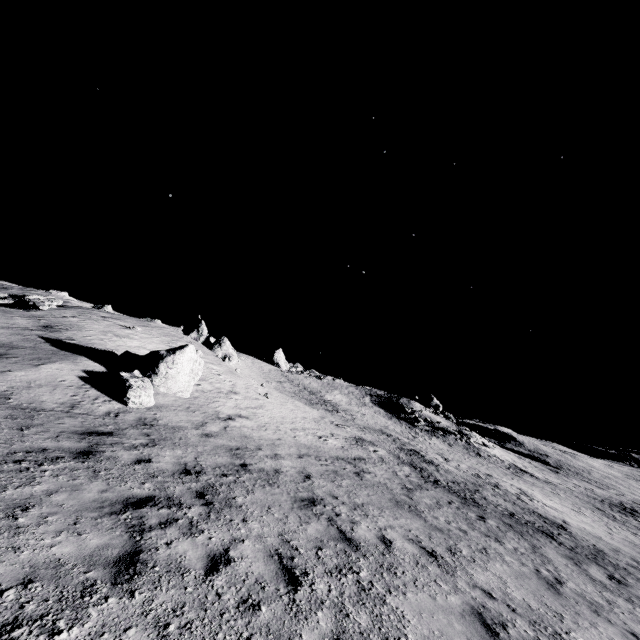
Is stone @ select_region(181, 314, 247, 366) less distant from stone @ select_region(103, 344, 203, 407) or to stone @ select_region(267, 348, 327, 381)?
stone @ select_region(103, 344, 203, 407)

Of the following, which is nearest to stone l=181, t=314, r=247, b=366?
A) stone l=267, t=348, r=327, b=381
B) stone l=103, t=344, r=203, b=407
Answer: stone l=103, t=344, r=203, b=407

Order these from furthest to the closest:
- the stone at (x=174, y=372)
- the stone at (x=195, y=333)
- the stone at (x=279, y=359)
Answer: the stone at (x=279, y=359)
the stone at (x=195, y=333)
the stone at (x=174, y=372)

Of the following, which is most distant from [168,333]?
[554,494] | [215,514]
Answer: [554,494]

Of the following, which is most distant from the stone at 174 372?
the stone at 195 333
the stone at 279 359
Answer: the stone at 279 359

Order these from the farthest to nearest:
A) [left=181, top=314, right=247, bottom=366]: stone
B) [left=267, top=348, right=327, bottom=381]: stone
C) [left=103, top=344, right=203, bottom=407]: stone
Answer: [left=267, top=348, right=327, bottom=381]: stone < [left=181, top=314, right=247, bottom=366]: stone < [left=103, top=344, right=203, bottom=407]: stone

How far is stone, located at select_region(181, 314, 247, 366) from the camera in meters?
32.1 m

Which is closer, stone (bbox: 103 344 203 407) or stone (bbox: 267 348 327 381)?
stone (bbox: 103 344 203 407)
